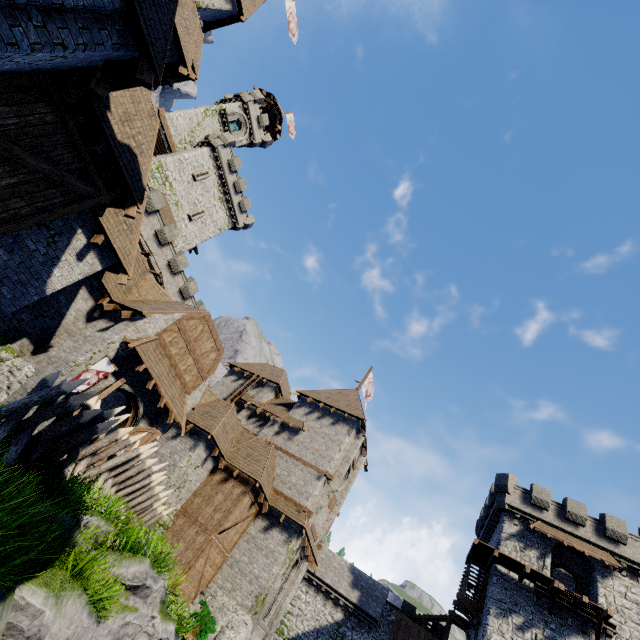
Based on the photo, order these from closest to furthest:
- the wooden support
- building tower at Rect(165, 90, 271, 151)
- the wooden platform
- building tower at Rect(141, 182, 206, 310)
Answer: the wooden platform < the wooden support < building tower at Rect(141, 182, 206, 310) < building tower at Rect(165, 90, 271, 151)

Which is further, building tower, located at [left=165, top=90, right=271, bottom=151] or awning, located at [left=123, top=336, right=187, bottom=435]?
building tower, located at [left=165, top=90, right=271, bottom=151]

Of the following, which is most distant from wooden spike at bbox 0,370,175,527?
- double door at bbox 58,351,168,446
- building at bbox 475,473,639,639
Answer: building at bbox 475,473,639,639

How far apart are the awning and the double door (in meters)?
0.45

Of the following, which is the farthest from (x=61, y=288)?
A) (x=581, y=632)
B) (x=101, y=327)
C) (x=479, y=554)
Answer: (x=581, y=632)

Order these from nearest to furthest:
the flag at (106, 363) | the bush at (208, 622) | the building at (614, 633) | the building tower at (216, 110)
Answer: the flag at (106, 363), the bush at (208, 622), the building at (614, 633), the building tower at (216, 110)

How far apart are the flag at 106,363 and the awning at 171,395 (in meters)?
0.79

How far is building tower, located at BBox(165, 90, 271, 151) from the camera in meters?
37.0 m
